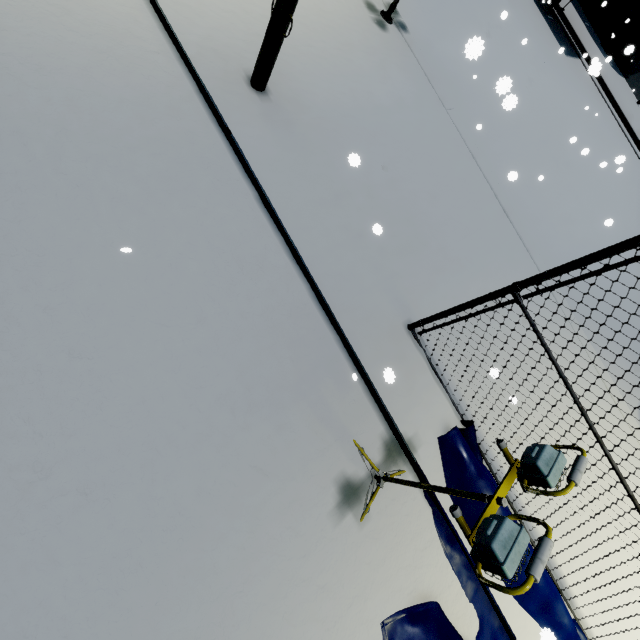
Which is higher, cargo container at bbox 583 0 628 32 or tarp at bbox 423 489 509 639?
cargo container at bbox 583 0 628 32

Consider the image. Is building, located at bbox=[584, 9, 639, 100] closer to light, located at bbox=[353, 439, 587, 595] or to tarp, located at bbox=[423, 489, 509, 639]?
tarp, located at bbox=[423, 489, 509, 639]

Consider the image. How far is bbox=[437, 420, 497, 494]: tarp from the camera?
3.7 meters

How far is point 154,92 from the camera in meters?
3.6

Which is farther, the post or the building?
the building

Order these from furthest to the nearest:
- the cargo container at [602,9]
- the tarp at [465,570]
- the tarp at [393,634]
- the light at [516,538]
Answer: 1. the cargo container at [602,9]
2. the tarp at [465,570]
3. the tarp at [393,634]
4. the light at [516,538]

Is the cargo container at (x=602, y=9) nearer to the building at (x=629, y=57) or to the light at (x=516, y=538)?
the building at (x=629, y=57)

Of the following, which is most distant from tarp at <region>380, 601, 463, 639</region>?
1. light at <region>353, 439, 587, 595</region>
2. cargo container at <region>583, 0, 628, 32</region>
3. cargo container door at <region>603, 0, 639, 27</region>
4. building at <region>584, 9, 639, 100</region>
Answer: cargo container door at <region>603, 0, 639, 27</region>
